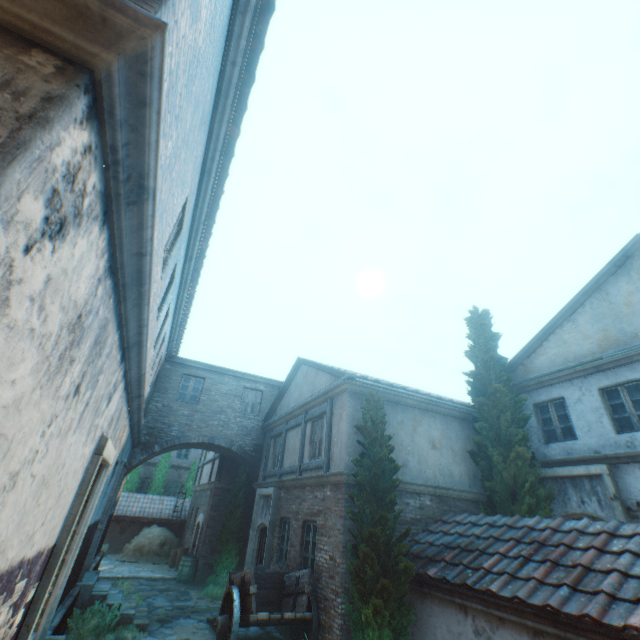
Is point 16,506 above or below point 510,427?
below

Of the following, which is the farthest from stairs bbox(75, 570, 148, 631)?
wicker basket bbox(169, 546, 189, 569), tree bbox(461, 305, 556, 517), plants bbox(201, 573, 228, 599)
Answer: wicker basket bbox(169, 546, 189, 569)

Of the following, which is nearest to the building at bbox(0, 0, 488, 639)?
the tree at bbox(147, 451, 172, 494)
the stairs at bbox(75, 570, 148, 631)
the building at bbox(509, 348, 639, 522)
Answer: the stairs at bbox(75, 570, 148, 631)

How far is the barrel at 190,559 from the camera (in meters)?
13.86

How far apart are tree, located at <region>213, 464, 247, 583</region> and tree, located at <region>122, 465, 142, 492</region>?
12.2m

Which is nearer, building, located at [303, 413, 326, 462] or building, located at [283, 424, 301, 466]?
building, located at [303, 413, 326, 462]

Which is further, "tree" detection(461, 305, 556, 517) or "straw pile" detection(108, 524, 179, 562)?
"straw pile" detection(108, 524, 179, 562)

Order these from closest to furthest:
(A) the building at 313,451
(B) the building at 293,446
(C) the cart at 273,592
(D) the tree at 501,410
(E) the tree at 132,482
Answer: (C) the cart at 273,592 < (D) the tree at 501,410 < (A) the building at 313,451 < (B) the building at 293,446 < (E) the tree at 132,482
